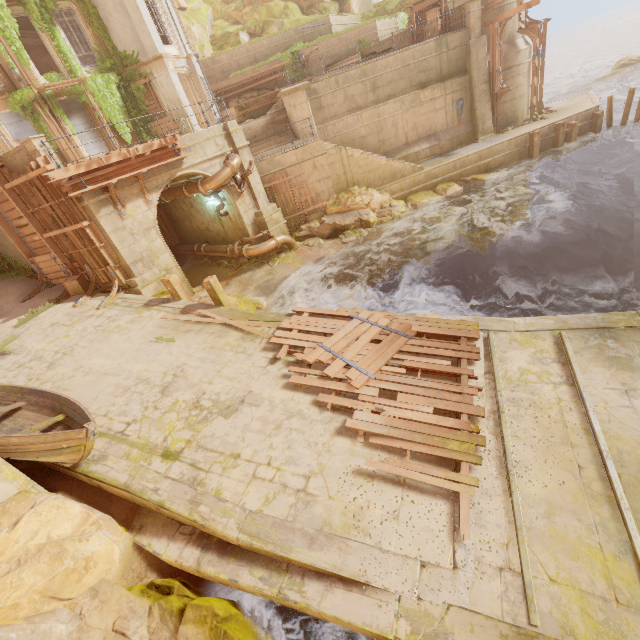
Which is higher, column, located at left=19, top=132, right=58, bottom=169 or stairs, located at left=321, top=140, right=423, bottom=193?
column, located at left=19, top=132, right=58, bottom=169

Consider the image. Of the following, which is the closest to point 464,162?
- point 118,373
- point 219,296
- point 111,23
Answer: point 219,296

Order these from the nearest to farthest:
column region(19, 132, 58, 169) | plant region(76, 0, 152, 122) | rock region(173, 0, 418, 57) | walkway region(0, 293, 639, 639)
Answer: walkway region(0, 293, 639, 639)
column region(19, 132, 58, 169)
plant region(76, 0, 152, 122)
rock region(173, 0, 418, 57)

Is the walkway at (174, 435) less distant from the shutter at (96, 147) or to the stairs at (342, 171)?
the stairs at (342, 171)

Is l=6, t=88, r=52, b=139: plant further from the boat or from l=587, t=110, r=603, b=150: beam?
l=587, t=110, r=603, b=150: beam

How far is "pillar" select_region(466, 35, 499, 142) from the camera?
18.5 meters

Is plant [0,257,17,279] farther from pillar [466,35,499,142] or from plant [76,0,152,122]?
pillar [466,35,499,142]

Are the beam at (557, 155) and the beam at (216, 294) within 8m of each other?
no
